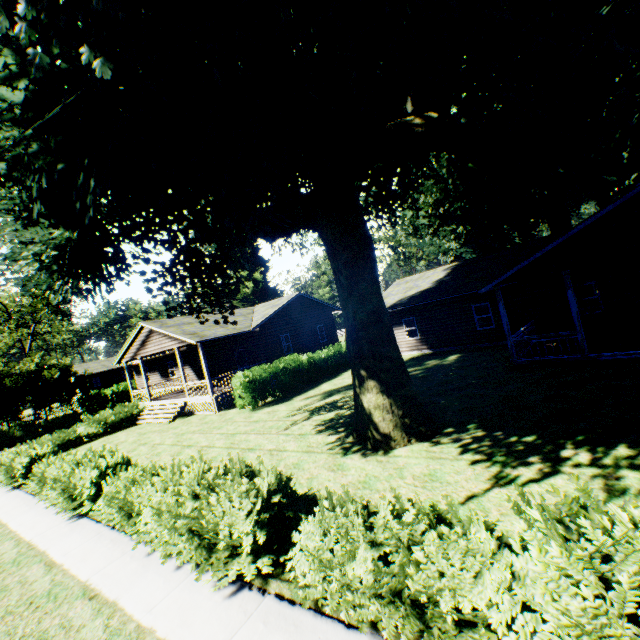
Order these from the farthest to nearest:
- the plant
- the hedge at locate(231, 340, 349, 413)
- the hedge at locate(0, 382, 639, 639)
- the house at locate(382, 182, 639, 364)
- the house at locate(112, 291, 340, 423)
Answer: the house at locate(112, 291, 340, 423), the hedge at locate(231, 340, 349, 413), the house at locate(382, 182, 639, 364), the plant, the hedge at locate(0, 382, 639, 639)

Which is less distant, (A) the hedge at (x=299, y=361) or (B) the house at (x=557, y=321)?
(B) the house at (x=557, y=321)

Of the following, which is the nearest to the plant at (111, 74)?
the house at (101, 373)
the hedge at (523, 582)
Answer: the hedge at (523, 582)

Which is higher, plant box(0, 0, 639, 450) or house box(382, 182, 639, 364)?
plant box(0, 0, 639, 450)

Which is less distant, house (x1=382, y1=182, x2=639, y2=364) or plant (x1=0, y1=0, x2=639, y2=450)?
plant (x1=0, y1=0, x2=639, y2=450)

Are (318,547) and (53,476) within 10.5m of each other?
no

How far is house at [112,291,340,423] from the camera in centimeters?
2033cm

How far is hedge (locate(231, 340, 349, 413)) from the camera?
17.5 meters
